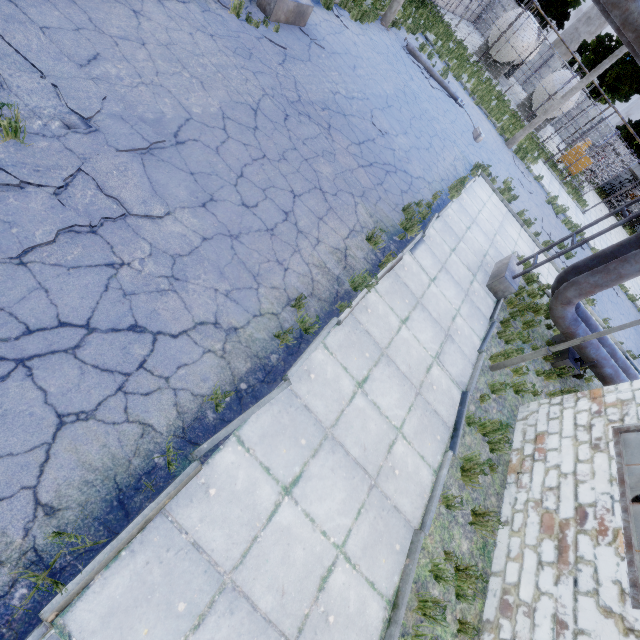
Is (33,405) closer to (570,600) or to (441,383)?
(441,383)

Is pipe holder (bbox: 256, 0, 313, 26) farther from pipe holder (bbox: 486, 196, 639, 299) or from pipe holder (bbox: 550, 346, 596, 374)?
pipe holder (bbox: 550, 346, 596, 374)

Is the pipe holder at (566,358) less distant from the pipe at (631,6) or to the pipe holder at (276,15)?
the pipe at (631,6)

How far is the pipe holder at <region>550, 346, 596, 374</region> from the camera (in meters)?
9.23

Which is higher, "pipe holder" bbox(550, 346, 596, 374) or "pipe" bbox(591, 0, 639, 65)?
"pipe" bbox(591, 0, 639, 65)

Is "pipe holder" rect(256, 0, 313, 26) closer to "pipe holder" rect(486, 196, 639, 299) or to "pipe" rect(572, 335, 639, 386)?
"pipe" rect(572, 335, 639, 386)

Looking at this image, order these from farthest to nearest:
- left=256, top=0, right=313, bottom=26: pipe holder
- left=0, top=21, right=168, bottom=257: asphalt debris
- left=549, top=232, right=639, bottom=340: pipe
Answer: left=256, top=0, right=313, bottom=26: pipe holder, left=549, top=232, right=639, bottom=340: pipe, left=0, top=21, right=168, bottom=257: asphalt debris

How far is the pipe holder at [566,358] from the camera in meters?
9.2 m
